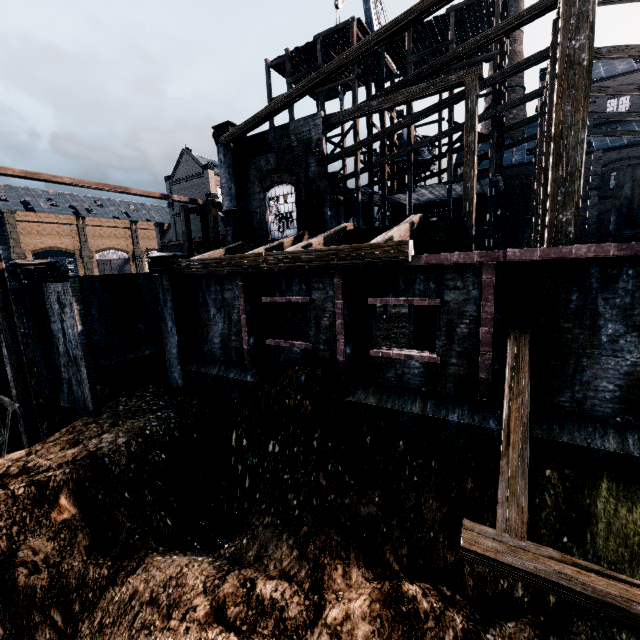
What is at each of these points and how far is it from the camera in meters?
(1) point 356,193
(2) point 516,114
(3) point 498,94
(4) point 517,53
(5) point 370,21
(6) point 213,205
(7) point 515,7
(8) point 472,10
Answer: (1) wooden scaffolding, 25.6 m
(2) chimney, 41.4 m
(3) wooden scaffolding, 24.3 m
(4) chimney, 40.9 m
(5) crane, 31.4 m
(6) wooden scaffolding, 23.6 m
(7) chimney, 40.2 m
(8) wooden scaffolding, 23.4 m

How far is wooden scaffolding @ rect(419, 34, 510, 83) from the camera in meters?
22.2 m

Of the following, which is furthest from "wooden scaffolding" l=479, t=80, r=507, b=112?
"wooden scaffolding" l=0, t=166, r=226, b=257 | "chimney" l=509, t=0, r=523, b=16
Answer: "chimney" l=509, t=0, r=523, b=16

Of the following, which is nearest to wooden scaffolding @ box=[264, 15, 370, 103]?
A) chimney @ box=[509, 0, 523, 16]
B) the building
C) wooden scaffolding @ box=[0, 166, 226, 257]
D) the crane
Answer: the building

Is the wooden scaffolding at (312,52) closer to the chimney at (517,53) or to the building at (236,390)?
the building at (236,390)

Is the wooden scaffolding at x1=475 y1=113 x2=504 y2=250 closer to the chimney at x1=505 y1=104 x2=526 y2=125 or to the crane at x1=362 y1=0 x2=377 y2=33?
the crane at x1=362 y1=0 x2=377 y2=33

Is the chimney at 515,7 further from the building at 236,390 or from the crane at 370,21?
the crane at 370,21
